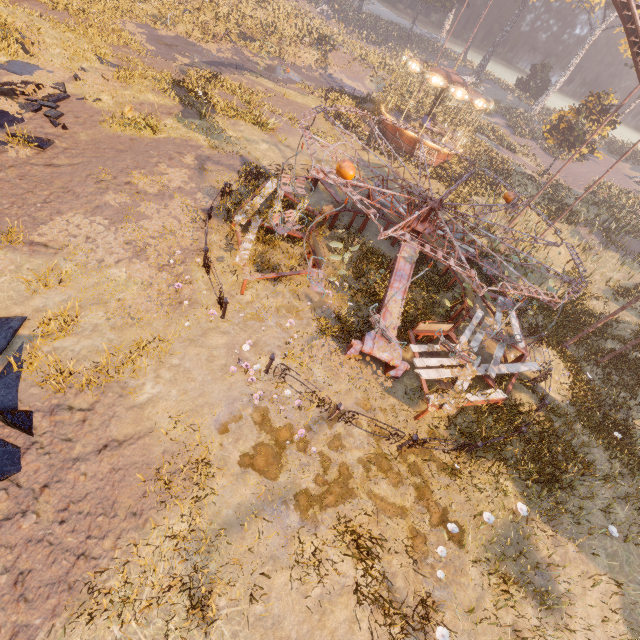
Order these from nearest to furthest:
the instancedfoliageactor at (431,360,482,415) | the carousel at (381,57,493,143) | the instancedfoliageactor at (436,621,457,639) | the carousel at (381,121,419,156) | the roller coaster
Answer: the instancedfoliageactor at (436,621,457,639) → the instancedfoliageactor at (431,360,482,415) → the roller coaster → the carousel at (381,57,493,143) → the carousel at (381,121,419,156)

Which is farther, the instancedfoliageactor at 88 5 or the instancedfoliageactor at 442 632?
the instancedfoliageactor at 88 5

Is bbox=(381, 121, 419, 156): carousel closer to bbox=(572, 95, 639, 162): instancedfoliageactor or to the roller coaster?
bbox=(572, 95, 639, 162): instancedfoliageactor

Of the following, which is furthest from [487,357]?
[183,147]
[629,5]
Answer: [629,5]

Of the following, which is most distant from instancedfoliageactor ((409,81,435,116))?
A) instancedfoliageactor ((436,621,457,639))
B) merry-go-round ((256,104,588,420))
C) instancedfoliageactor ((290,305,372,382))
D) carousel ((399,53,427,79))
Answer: instancedfoliageactor ((436,621,457,639))

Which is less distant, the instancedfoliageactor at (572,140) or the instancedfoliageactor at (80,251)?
the instancedfoliageactor at (80,251)

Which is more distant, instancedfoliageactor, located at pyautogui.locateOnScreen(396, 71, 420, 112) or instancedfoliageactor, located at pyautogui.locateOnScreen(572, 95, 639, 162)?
instancedfoliageactor, located at pyautogui.locateOnScreen(396, 71, 420, 112)

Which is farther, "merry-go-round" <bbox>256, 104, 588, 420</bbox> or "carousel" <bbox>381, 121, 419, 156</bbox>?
"carousel" <bbox>381, 121, 419, 156</bbox>
